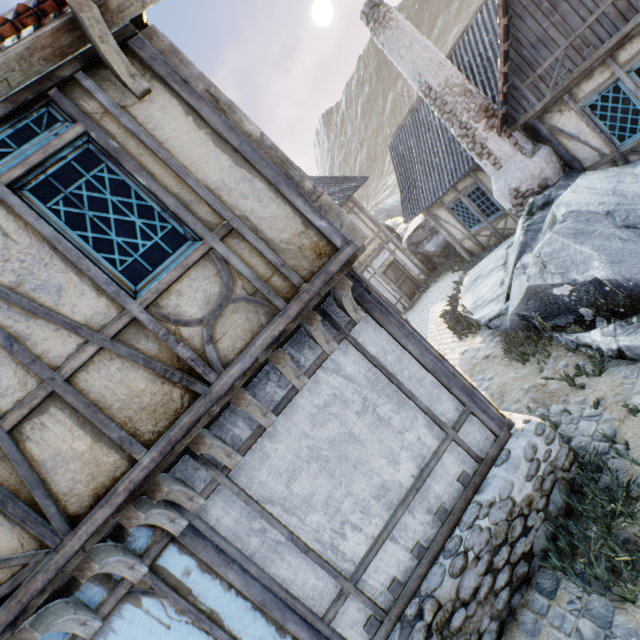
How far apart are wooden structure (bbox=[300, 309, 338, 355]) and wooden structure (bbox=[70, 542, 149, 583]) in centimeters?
261cm

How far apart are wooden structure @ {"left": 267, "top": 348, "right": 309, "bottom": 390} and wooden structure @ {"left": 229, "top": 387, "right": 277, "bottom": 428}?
0.35m

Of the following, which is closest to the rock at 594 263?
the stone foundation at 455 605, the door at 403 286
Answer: the stone foundation at 455 605

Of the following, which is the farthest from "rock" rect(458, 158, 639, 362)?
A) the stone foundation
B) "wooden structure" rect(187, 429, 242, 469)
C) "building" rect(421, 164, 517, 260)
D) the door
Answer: "wooden structure" rect(187, 429, 242, 469)

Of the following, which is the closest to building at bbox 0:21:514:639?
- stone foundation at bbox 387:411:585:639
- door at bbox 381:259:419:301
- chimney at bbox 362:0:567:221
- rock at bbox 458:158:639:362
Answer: stone foundation at bbox 387:411:585:639

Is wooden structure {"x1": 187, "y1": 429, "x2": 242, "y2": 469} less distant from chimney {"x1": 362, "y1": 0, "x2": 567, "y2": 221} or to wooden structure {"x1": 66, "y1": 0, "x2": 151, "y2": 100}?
wooden structure {"x1": 66, "y1": 0, "x2": 151, "y2": 100}

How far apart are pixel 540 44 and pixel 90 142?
8.99m

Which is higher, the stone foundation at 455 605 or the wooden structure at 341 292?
the wooden structure at 341 292
